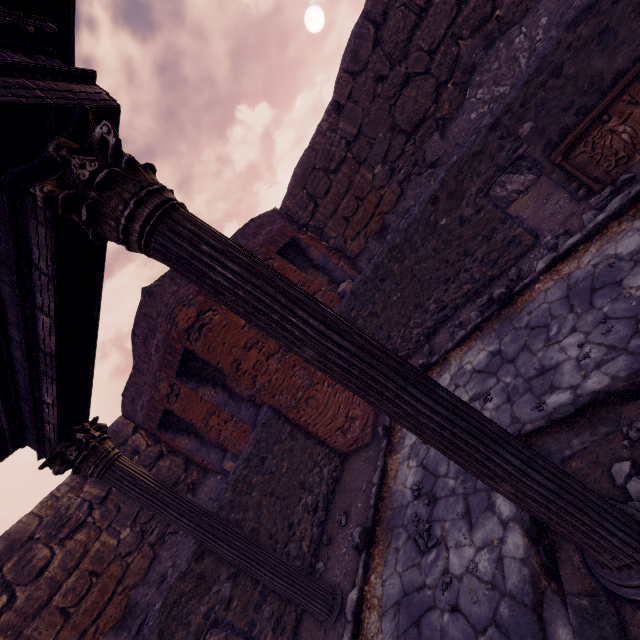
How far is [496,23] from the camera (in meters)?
6.44

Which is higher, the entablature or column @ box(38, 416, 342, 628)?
the entablature

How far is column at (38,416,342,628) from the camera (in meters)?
3.67

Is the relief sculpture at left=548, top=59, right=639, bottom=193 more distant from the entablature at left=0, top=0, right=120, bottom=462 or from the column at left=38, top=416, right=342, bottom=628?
the column at left=38, top=416, right=342, bottom=628

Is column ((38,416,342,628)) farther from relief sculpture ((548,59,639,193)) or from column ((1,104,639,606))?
relief sculpture ((548,59,639,193))

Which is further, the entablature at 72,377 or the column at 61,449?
the column at 61,449

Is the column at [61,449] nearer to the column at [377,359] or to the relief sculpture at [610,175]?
the column at [377,359]

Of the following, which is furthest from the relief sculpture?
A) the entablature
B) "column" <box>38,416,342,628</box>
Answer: "column" <box>38,416,342,628</box>
